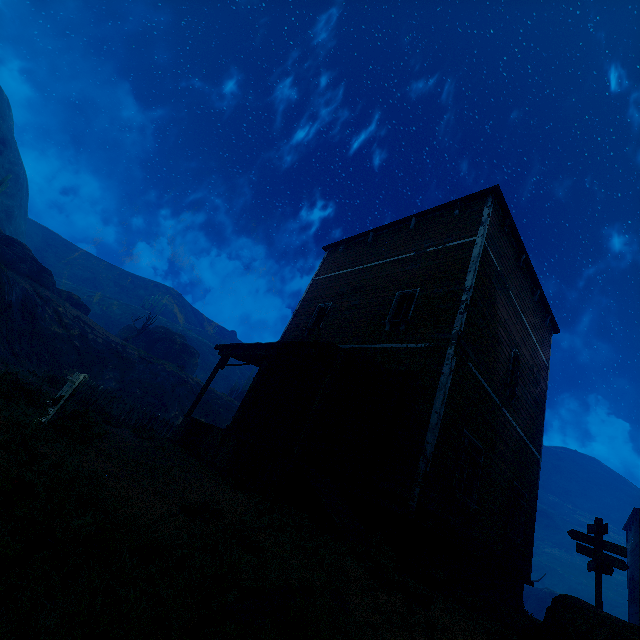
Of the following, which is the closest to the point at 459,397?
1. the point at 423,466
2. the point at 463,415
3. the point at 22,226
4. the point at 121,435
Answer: the point at 463,415

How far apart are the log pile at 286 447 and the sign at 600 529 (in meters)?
9.06

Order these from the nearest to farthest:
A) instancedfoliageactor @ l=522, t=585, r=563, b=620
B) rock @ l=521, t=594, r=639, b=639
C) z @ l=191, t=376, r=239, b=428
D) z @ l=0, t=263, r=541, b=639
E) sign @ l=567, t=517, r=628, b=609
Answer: z @ l=0, t=263, r=541, b=639, rock @ l=521, t=594, r=639, b=639, sign @ l=567, t=517, r=628, b=609, z @ l=191, t=376, r=239, b=428, instancedfoliageactor @ l=522, t=585, r=563, b=620

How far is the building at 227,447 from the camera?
6.9 meters

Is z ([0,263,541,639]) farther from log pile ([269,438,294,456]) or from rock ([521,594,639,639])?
log pile ([269,438,294,456])

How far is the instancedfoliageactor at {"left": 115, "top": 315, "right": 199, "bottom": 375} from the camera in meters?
34.8 m

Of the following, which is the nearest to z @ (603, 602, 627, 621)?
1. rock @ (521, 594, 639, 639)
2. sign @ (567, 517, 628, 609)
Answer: sign @ (567, 517, 628, 609)

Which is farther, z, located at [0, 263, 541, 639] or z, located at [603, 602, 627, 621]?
z, located at [603, 602, 627, 621]
